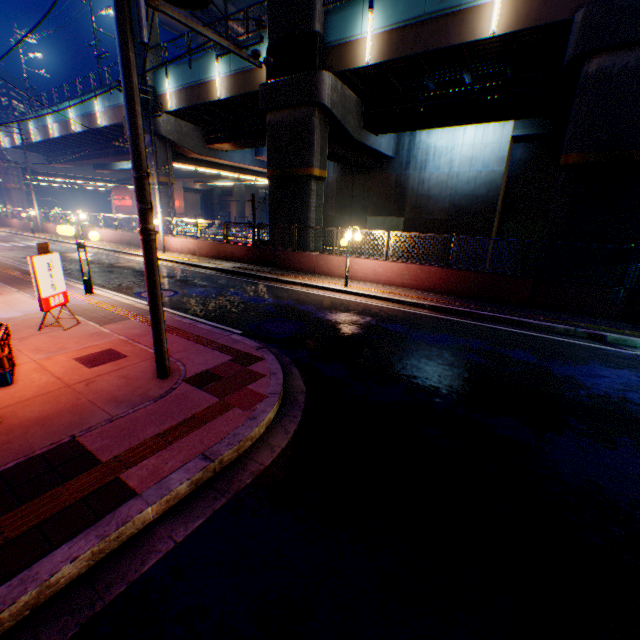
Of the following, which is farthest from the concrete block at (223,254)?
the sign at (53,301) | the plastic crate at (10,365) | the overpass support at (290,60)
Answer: the plastic crate at (10,365)

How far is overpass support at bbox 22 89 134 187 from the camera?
26.52m

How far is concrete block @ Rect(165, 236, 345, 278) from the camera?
15.23m

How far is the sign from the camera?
6.8 meters

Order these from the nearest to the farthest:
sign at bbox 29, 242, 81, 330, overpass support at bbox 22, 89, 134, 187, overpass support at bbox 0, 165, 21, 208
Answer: sign at bbox 29, 242, 81, 330 < overpass support at bbox 22, 89, 134, 187 < overpass support at bbox 0, 165, 21, 208

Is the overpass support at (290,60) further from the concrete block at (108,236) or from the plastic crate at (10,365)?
the plastic crate at (10,365)

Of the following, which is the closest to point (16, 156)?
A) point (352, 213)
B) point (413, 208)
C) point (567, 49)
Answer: point (352, 213)
